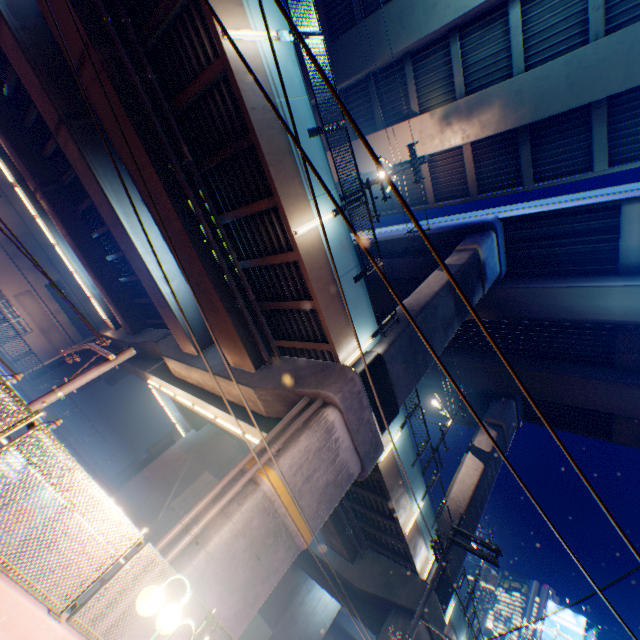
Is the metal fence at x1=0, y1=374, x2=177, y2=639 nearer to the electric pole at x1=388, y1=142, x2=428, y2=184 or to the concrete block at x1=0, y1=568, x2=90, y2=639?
the concrete block at x1=0, y1=568, x2=90, y2=639

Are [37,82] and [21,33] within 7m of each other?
yes

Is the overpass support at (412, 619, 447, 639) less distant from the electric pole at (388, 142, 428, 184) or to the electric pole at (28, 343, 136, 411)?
the electric pole at (388, 142, 428, 184)

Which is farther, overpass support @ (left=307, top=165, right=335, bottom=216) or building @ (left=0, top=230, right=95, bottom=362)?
building @ (left=0, top=230, right=95, bottom=362)

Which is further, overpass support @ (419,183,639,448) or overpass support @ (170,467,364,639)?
overpass support @ (419,183,639,448)

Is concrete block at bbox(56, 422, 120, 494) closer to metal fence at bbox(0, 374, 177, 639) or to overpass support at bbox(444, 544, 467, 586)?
metal fence at bbox(0, 374, 177, 639)

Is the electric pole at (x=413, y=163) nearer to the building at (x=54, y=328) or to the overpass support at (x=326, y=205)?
the overpass support at (x=326, y=205)

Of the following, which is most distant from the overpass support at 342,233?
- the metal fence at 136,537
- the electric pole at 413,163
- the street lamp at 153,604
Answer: the street lamp at 153,604
